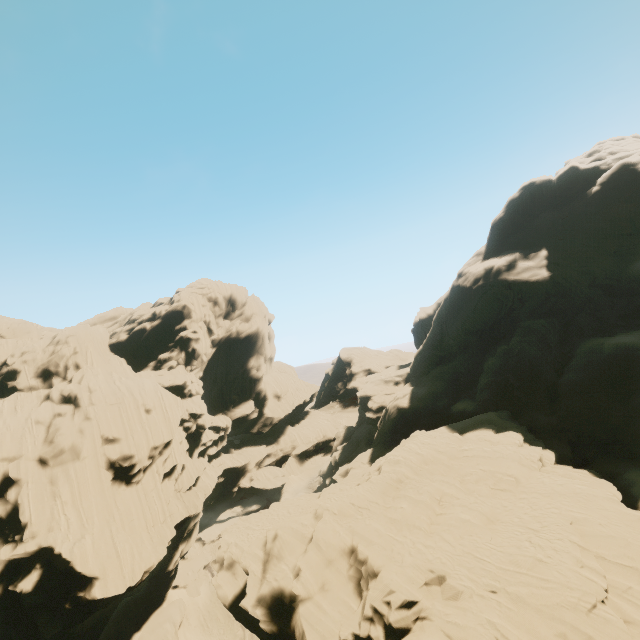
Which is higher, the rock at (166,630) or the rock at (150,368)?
the rock at (150,368)

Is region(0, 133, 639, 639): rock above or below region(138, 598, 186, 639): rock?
above

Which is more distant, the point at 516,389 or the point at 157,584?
the point at 157,584

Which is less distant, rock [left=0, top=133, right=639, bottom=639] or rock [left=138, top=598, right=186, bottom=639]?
rock [left=0, top=133, right=639, bottom=639]

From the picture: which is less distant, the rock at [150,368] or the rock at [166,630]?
the rock at [150,368]
